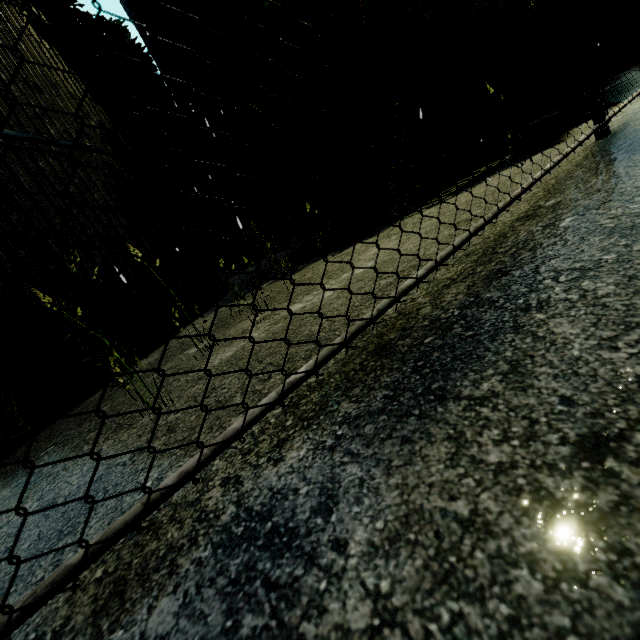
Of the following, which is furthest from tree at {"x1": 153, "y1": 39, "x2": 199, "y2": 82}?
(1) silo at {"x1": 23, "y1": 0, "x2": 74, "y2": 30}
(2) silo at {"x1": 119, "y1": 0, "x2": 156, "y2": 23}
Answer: (2) silo at {"x1": 119, "y1": 0, "x2": 156, "y2": 23}

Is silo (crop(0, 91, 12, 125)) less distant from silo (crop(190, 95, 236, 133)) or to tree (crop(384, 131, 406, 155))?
tree (crop(384, 131, 406, 155))

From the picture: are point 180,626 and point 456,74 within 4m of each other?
no

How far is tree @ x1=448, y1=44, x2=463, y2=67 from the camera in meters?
3.7 m

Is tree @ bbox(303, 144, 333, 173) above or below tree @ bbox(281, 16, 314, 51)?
below

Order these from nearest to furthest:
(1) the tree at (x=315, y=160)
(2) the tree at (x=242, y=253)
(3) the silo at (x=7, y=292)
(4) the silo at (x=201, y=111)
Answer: (2) the tree at (x=242, y=253)
(3) the silo at (x=7, y=292)
(1) the tree at (x=315, y=160)
(4) the silo at (x=201, y=111)

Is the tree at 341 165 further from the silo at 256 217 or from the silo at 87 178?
the silo at 256 217

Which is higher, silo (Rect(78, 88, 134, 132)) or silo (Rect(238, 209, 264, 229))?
silo (Rect(78, 88, 134, 132))
